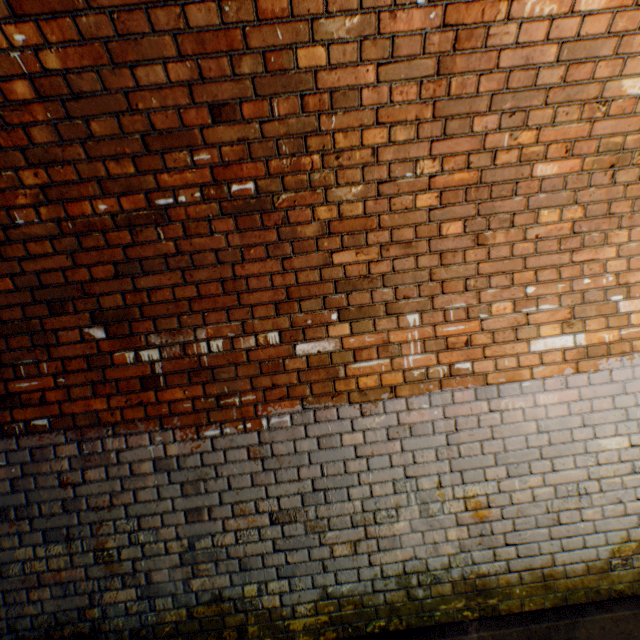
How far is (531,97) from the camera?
1.74m
